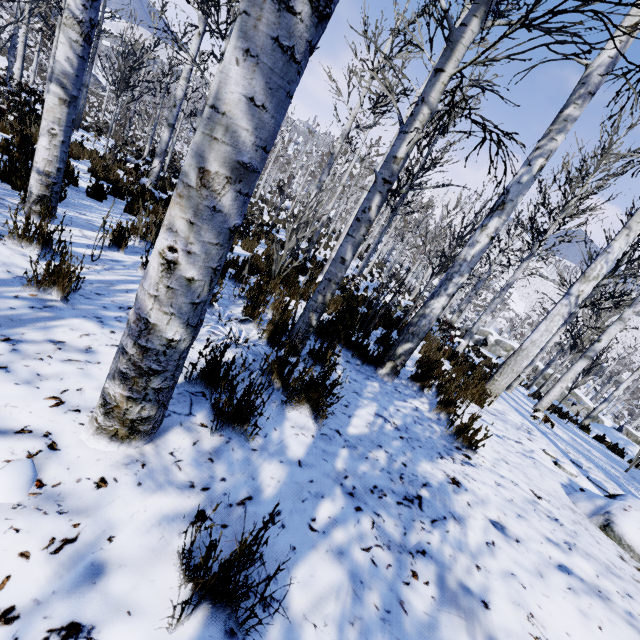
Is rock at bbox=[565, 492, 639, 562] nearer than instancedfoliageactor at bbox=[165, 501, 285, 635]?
No

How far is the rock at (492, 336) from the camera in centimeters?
2539cm

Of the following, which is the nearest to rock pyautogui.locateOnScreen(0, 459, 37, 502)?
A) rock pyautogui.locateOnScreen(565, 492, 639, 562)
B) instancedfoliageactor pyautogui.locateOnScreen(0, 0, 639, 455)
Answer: instancedfoliageactor pyautogui.locateOnScreen(0, 0, 639, 455)

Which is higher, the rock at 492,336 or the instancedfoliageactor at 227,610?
the instancedfoliageactor at 227,610

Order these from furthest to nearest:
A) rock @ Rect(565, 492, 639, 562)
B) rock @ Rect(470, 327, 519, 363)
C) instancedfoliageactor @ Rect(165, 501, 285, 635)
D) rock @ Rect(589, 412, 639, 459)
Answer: rock @ Rect(470, 327, 519, 363)
rock @ Rect(589, 412, 639, 459)
rock @ Rect(565, 492, 639, 562)
instancedfoliageactor @ Rect(165, 501, 285, 635)

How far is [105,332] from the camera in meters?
2.0

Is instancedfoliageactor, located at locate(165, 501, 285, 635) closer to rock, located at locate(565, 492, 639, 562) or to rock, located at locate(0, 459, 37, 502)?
rock, located at locate(0, 459, 37, 502)

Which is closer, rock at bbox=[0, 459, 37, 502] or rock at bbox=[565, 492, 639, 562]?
rock at bbox=[0, 459, 37, 502]
